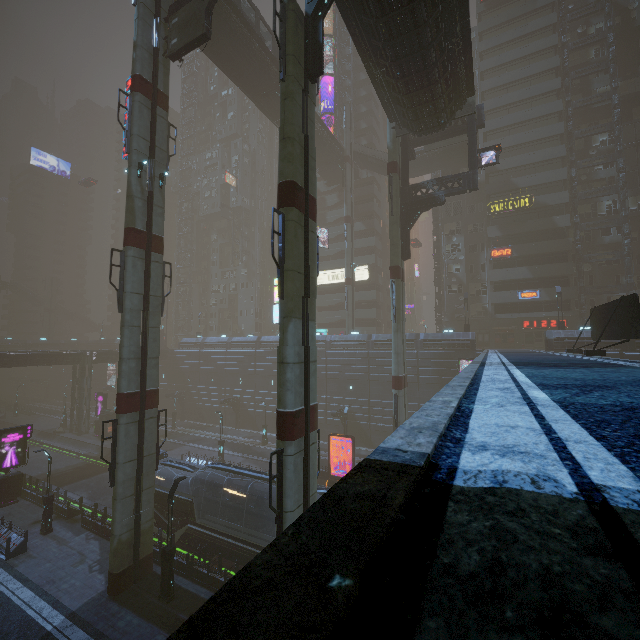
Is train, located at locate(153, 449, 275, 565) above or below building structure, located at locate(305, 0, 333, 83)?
below

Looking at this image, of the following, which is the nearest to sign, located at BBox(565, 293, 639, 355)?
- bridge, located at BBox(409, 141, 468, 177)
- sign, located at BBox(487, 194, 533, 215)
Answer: sign, located at BBox(487, 194, 533, 215)

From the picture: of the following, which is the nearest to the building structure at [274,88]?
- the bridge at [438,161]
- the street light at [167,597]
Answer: the bridge at [438,161]

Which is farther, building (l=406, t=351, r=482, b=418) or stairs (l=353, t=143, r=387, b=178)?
stairs (l=353, t=143, r=387, b=178)

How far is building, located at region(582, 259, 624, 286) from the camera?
40.1m

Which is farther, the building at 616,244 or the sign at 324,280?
the sign at 324,280

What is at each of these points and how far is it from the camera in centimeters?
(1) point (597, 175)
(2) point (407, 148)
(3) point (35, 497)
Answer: (1) building, 4072cm
(2) building structure, 2791cm
(3) building, 2581cm

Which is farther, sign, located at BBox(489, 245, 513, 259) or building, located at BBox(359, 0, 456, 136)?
sign, located at BBox(489, 245, 513, 259)
